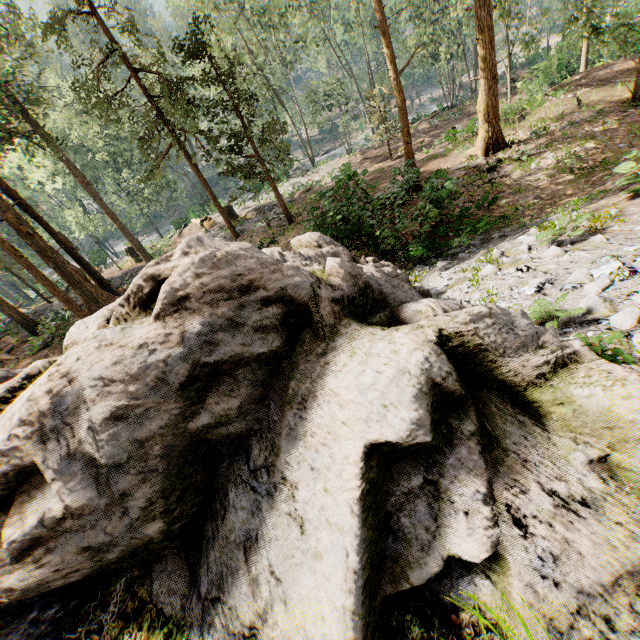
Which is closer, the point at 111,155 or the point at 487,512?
the point at 487,512

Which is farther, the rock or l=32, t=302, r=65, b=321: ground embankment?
l=32, t=302, r=65, b=321: ground embankment

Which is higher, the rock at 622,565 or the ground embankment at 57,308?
the rock at 622,565

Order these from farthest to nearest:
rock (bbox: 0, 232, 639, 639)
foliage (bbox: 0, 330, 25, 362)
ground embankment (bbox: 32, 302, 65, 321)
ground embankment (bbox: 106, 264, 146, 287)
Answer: ground embankment (bbox: 106, 264, 146, 287) → ground embankment (bbox: 32, 302, 65, 321) → foliage (bbox: 0, 330, 25, 362) → rock (bbox: 0, 232, 639, 639)

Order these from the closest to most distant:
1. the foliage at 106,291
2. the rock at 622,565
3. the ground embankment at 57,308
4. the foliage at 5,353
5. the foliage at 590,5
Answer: the rock at 622,565 < the foliage at 590,5 < the foliage at 106,291 < the foliage at 5,353 < the ground embankment at 57,308

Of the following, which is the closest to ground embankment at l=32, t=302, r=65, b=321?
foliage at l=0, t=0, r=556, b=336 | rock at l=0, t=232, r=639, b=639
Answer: foliage at l=0, t=0, r=556, b=336

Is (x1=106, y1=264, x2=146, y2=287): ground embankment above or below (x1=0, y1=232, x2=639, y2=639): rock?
below

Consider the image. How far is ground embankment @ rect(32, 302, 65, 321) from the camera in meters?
23.0 m
